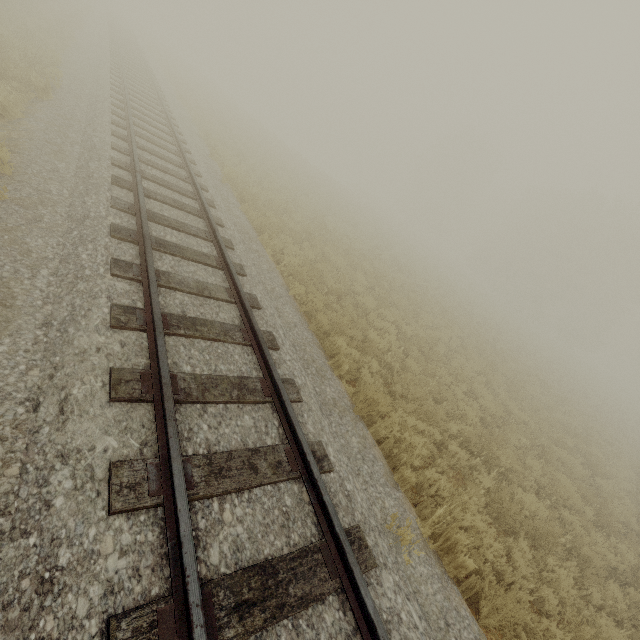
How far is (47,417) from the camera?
2.87m
